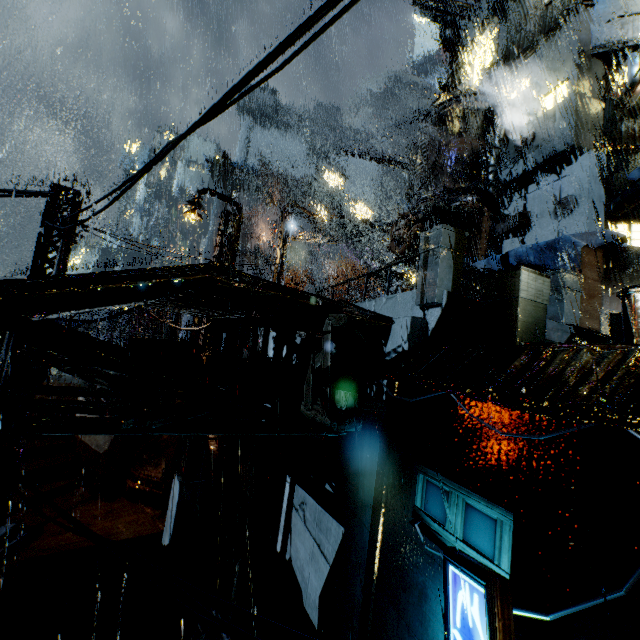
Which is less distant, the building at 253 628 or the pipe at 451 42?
the building at 253 628

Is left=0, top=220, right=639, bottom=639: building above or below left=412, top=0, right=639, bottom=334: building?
below

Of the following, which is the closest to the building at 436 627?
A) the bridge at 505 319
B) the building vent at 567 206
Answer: the bridge at 505 319

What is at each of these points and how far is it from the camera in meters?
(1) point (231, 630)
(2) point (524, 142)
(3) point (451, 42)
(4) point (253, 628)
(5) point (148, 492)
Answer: (1) power line, 2.2 m
(2) building vent, 16.6 m
(3) pipe, 26.0 m
(4) building, 17.2 m
(5) building vent, 14.8 m

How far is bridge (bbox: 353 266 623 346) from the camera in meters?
6.1 m

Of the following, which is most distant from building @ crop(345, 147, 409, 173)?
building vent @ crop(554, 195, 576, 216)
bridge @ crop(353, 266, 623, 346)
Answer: building vent @ crop(554, 195, 576, 216)

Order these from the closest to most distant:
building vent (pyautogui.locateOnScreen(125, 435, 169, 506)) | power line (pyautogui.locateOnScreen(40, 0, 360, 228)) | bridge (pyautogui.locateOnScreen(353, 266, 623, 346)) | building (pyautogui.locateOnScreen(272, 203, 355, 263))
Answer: power line (pyautogui.locateOnScreen(40, 0, 360, 228)) → bridge (pyautogui.locateOnScreen(353, 266, 623, 346)) → building vent (pyautogui.locateOnScreen(125, 435, 169, 506)) → building (pyautogui.locateOnScreen(272, 203, 355, 263))
